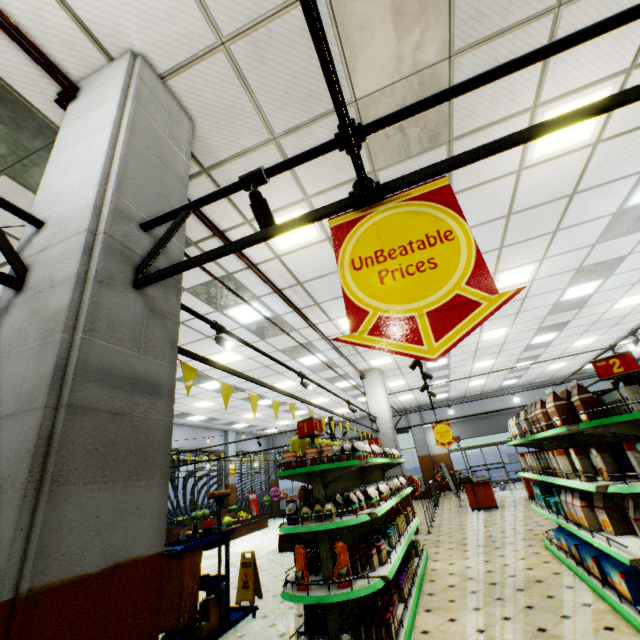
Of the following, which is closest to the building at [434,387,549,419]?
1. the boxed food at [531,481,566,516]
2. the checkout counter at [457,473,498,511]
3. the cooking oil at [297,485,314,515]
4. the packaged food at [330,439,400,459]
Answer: the checkout counter at [457,473,498,511]

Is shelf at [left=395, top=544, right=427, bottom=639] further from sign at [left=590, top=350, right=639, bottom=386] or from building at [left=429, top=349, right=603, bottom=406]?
sign at [left=590, top=350, right=639, bottom=386]

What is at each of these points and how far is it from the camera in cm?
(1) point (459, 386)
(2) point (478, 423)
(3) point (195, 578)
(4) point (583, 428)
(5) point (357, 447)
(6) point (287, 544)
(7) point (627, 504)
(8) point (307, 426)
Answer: (1) building, 1623
(2) building, 2127
(3) cleaning cart, 425
(4) shelf, 339
(5) packaged food, 424
(6) wooden stand, 955
(7) packaged food, 357
(8) sign, 419

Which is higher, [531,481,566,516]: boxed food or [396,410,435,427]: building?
[396,410,435,427]: building

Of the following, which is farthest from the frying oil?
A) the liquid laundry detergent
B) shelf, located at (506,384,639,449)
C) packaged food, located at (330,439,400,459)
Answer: shelf, located at (506,384,639,449)

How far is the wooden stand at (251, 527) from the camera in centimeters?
1370cm

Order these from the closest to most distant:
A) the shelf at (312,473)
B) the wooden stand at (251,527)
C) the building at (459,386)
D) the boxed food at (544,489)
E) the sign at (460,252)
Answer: the sign at (460,252)
the shelf at (312,473)
the boxed food at (544,489)
the wooden stand at (251,527)
the building at (459,386)

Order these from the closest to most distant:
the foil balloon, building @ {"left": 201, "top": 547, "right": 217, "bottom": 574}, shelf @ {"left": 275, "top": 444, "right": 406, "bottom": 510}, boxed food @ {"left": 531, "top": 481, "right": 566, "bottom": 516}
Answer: shelf @ {"left": 275, "top": 444, "right": 406, "bottom": 510} < boxed food @ {"left": 531, "top": 481, "right": 566, "bottom": 516} < building @ {"left": 201, "top": 547, "right": 217, "bottom": 574} < the foil balloon
